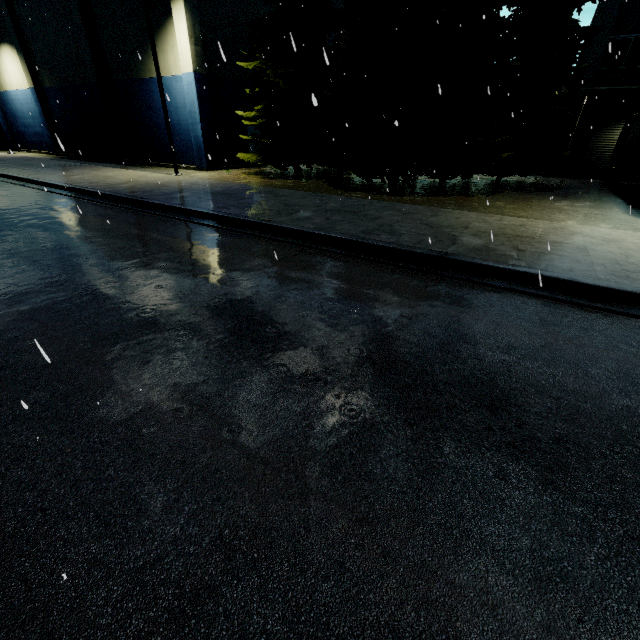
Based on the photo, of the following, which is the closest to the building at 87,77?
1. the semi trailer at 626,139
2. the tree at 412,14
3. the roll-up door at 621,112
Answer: the tree at 412,14

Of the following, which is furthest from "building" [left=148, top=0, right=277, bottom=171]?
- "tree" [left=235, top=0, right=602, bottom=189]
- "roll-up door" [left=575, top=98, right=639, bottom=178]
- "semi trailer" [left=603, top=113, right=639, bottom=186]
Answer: "semi trailer" [left=603, top=113, right=639, bottom=186]

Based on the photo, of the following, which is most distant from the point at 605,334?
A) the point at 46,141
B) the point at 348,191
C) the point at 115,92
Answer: the point at 46,141

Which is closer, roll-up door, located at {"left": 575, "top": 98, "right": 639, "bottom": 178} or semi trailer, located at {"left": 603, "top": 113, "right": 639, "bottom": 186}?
semi trailer, located at {"left": 603, "top": 113, "right": 639, "bottom": 186}

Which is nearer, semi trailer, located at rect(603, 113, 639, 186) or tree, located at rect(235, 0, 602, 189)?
tree, located at rect(235, 0, 602, 189)

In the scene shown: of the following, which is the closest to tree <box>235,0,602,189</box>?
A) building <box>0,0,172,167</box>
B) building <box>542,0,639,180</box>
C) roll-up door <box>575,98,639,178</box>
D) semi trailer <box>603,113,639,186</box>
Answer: building <box>542,0,639,180</box>

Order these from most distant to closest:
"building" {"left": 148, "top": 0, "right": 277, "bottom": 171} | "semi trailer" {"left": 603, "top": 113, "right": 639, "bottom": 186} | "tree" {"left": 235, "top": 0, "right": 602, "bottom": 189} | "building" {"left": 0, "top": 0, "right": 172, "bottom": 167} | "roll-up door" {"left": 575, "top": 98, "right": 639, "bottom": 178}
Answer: "building" {"left": 0, "top": 0, "right": 172, "bottom": 167}
"roll-up door" {"left": 575, "top": 98, "right": 639, "bottom": 178}
"building" {"left": 148, "top": 0, "right": 277, "bottom": 171}
"semi trailer" {"left": 603, "top": 113, "right": 639, "bottom": 186}
"tree" {"left": 235, "top": 0, "right": 602, "bottom": 189}

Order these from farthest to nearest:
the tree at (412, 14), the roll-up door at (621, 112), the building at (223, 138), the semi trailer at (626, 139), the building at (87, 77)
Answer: the building at (87, 77) < the roll-up door at (621, 112) < the building at (223, 138) < the semi trailer at (626, 139) < the tree at (412, 14)
